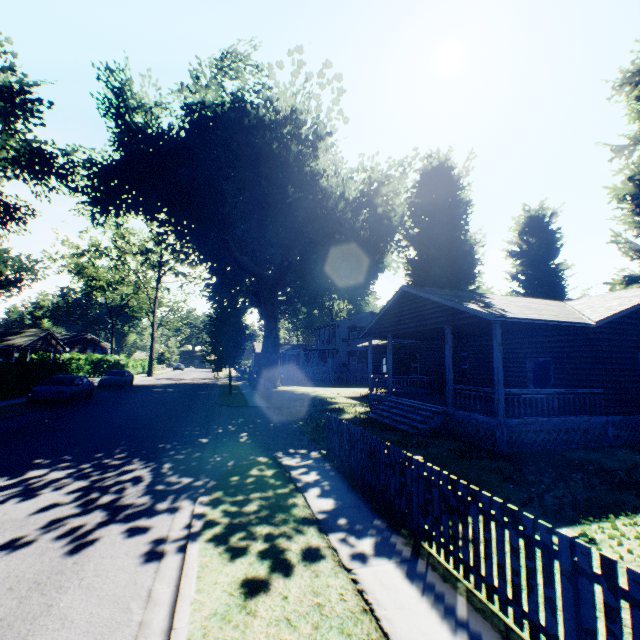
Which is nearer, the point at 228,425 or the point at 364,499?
the point at 364,499

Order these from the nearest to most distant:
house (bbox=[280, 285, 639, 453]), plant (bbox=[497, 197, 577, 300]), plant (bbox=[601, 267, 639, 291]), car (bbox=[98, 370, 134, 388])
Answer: house (bbox=[280, 285, 639, 453]), plant (bbox=[601, 267, 639, 291]), plant (bbox=[497, 197, 577, 300]), car (bbox=[98, 370, 134, 388])

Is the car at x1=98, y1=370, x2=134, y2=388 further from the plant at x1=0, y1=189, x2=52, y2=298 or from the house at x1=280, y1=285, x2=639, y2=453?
the house at x1=280, y1=285, x2=639, y2=453

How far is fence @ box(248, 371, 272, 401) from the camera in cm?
2164

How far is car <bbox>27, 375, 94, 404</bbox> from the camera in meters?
Answer: 17.7

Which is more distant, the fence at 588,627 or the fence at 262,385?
the fence at 262,385

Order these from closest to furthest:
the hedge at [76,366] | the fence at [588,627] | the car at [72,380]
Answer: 1. the fence at [588,627]
2. the car at [72,380]
3. the hedge at [76,366]

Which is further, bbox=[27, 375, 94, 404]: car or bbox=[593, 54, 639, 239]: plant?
bbox=[593, 54, 639, 239]: plant
